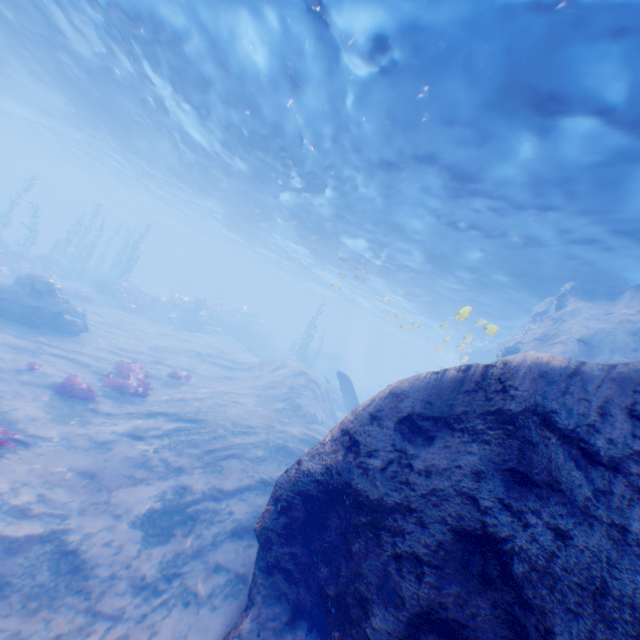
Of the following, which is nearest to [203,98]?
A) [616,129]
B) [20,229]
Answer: [616,129]

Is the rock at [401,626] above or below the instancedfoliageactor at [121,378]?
above

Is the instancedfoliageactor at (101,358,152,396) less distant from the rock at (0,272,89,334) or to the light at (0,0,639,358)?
the rock at (0,272,89,334)

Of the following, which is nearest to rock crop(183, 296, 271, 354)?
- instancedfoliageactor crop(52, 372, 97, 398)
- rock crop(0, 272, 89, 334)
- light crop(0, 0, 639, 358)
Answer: rock crop(0, 272, 89, 334)

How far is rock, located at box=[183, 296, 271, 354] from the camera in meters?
35.4 m

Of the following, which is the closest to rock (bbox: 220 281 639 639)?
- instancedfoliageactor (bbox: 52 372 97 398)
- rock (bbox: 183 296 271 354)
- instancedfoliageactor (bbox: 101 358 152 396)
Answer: rock (bbox: 183 296 271 354)

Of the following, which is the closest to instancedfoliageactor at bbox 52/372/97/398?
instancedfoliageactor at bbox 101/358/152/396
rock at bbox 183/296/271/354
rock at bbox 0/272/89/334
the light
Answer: instancedfoliageactor at bbox 101/358/152/396

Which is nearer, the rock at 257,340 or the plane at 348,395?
the plane at 348,395
